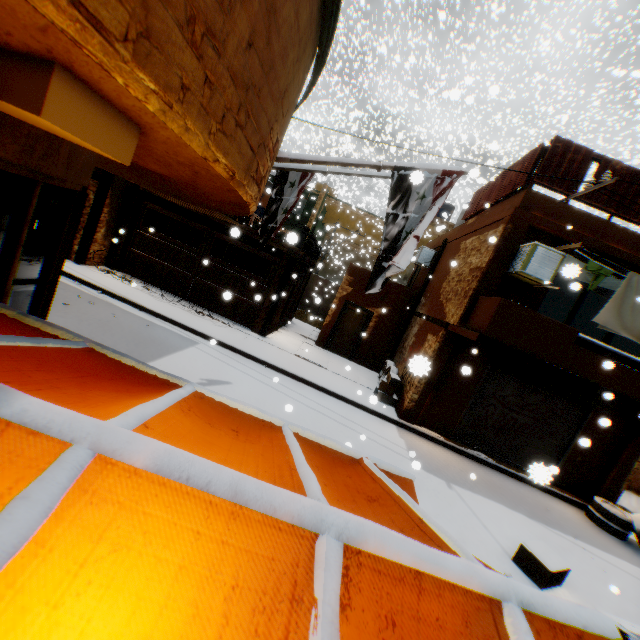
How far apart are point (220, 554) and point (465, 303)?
9.04m

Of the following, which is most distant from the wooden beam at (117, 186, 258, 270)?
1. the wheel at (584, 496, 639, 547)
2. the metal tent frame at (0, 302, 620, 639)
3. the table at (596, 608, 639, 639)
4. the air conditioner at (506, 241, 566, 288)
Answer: the wheel at (584, 496, 639, 547)

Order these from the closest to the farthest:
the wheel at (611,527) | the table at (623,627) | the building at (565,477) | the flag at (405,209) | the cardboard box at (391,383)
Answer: the table at (623,627)
the flag at (405,209)
the wheel at (611,527)
the building at (565,477)
the cardboard box at (391,383)

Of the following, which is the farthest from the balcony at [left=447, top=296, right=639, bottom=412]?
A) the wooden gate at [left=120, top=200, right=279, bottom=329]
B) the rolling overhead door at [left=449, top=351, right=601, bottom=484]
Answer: the wooden gate at [left=120, top=200, right=279, bottom=329]

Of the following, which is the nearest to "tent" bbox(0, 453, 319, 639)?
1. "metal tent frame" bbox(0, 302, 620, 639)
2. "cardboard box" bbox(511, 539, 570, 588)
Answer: "metal tent frame" bbox(0, 302, 620, 639)

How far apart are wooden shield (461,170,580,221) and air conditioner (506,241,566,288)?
0.61m

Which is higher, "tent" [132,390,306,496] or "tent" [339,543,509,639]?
"tent" [339,543,509,639]

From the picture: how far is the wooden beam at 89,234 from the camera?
11.2m
